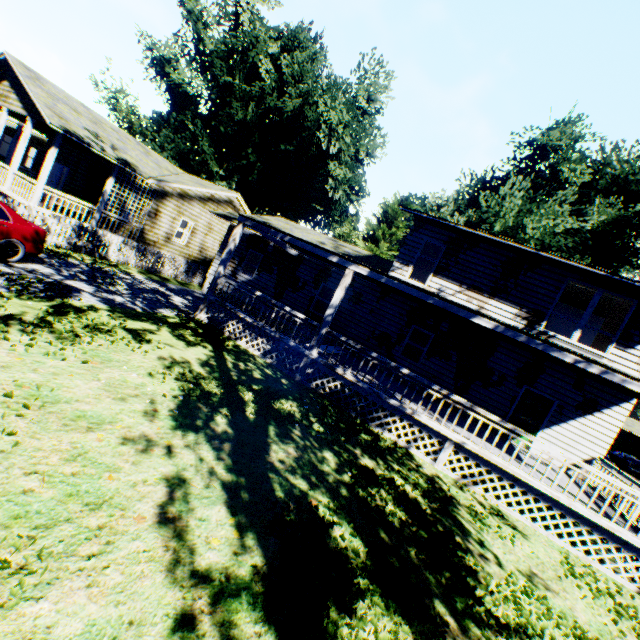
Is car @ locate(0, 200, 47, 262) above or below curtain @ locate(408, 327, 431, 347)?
below

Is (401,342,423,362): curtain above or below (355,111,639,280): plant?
below

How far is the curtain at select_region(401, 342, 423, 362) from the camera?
14.6m

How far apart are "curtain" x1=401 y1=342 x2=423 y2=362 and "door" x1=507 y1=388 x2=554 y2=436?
3.7m

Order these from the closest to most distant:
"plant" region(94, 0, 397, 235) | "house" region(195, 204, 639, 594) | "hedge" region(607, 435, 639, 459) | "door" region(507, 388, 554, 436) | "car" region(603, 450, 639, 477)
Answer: "house" region(195, 204, 639, 594)
"door" region(507, 388, 554, 436)
"car" region(603, 450, 639, 477)
"plant" region(94, 0, 397, 235)
"hedge" region(607, 435, 639, 459)

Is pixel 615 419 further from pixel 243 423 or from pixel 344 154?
pixel 344 154

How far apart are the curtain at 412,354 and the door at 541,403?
3.7 meters
